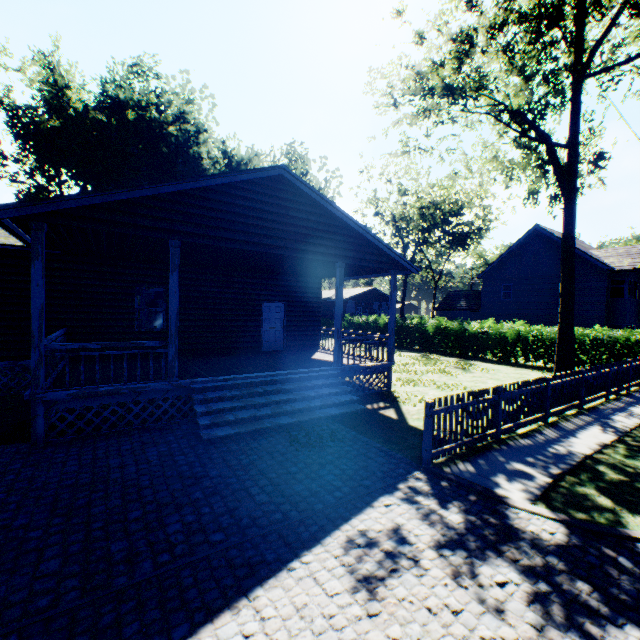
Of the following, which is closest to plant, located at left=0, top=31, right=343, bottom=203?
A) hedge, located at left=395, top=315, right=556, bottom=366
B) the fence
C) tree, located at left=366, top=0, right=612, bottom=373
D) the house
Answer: the house

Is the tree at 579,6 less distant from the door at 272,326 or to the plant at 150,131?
the door at 272,326

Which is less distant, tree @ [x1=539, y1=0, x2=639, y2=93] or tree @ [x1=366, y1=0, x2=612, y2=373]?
tree @ [x1=539, y1=0, x2=639, y2=93]

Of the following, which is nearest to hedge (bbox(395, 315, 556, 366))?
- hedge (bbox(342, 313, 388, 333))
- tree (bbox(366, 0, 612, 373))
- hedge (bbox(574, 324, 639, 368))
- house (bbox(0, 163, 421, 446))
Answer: hedge (bbox(574, 324, 639, 368))

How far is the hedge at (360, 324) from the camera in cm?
2878

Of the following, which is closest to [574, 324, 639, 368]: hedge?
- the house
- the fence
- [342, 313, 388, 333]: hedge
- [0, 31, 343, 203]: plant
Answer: the fence

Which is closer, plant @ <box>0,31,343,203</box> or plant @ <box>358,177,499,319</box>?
plant @ <box>0,31,343,203</box>

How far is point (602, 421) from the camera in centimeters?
879cm
